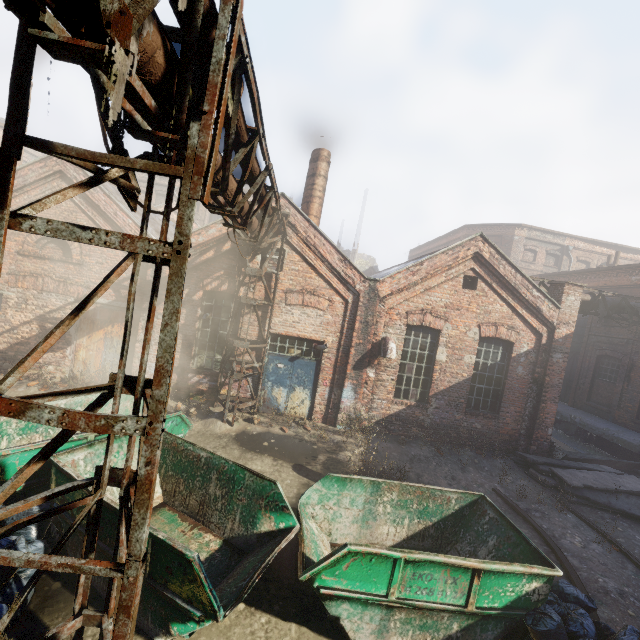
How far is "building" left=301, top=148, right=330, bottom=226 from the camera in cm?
1283

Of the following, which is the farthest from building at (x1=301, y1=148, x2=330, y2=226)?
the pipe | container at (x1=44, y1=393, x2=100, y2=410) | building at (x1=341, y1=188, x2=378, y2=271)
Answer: building at (x1=341, y1=188, x2=378, y2=271)

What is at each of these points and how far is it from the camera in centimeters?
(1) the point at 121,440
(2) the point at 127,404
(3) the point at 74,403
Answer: (1) container, 578cm
(2) container, 784cm
(3) container, 685cm

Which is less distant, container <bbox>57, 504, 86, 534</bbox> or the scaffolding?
the scaffolding

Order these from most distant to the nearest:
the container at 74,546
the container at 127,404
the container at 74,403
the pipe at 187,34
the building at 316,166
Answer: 1. the building at 316,166
2. the container at 127,404
3. the container at 74,403
4. the container at 74,546
5. the pipe at 187,34

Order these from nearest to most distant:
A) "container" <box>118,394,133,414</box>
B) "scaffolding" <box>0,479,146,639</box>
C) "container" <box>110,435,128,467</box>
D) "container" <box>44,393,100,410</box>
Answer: "scaffolding" <box>0,479,146,639</box>, "container" <box>110,435,128,467</box>, "container" <box>44,393,100,410</box>, "container" <box>118,394,133,414</box>

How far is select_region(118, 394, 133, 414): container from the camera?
7.7m

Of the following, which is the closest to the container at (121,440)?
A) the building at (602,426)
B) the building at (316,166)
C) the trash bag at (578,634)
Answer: the trash bag at (578,634)
